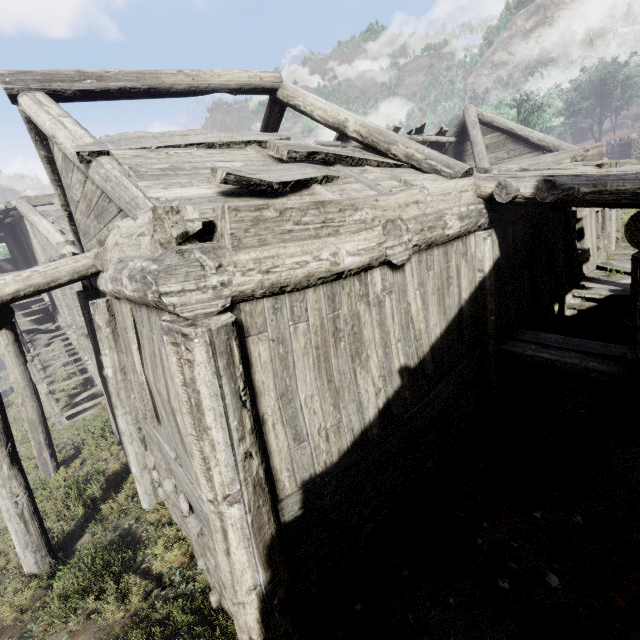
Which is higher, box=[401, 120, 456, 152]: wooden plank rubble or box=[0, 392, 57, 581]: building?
box=[401, 120, 456, 152]: wooden plank rubble

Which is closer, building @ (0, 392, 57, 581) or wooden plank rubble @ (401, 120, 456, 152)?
building @ (0, 392, 57, 581)

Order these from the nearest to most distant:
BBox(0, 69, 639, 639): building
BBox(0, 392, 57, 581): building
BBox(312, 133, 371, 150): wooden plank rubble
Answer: BBox(0, 69, 639, 639): building
BBox(0, 392, 57, 581): building
BBox(312, 133, 371, 150): wooden plank rubble

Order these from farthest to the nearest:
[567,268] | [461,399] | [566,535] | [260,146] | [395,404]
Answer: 1. [567,268]
2. [461,399]
3. [260,146]
4. [395,404]
5. [566,535]

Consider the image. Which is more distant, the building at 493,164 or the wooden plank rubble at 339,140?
the wooden plank rubble at 339,140

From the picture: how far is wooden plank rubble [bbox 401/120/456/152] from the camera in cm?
1163

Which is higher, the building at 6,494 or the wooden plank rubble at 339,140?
the wooden plank rubble at 339,140
